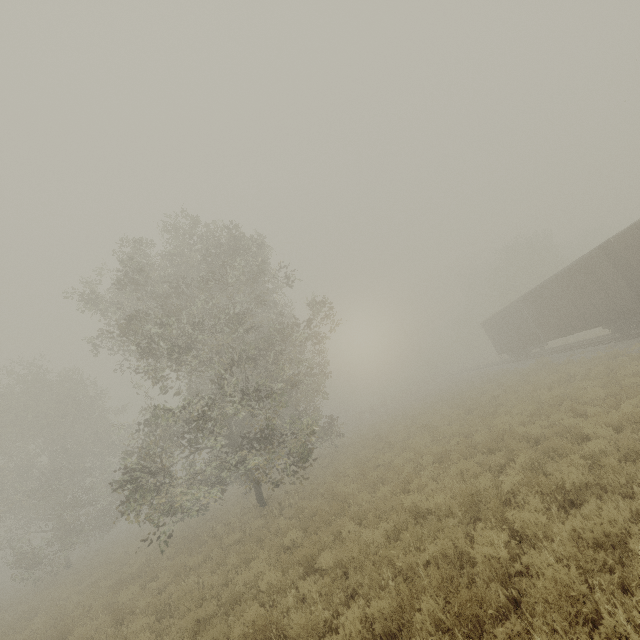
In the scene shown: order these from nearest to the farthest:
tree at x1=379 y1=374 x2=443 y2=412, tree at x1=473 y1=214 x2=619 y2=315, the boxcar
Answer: the boxcar
tree at x1=473 y1=214 x2=619 y2=315
tree at x1=379 y1=374 x2=443 y2=412

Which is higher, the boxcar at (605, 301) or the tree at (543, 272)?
the tree at (543, 272)

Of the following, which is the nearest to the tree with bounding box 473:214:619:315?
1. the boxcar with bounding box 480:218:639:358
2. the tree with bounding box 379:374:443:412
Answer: the tree with bounding box 379:374:443:412

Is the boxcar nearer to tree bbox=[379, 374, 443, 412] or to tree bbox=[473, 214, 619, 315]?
tree bbox=[473, 214, 619, 315]

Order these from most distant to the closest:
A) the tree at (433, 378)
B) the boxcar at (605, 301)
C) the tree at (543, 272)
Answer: the tree at (433, 378)
the tree at (543, 272)
the boxcar at (605, 301)

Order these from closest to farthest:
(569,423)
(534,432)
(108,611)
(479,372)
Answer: (569,423), (534,432), (108,611), (479,372)

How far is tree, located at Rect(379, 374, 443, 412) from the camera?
45.2m

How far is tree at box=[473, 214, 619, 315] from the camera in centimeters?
3872cm
